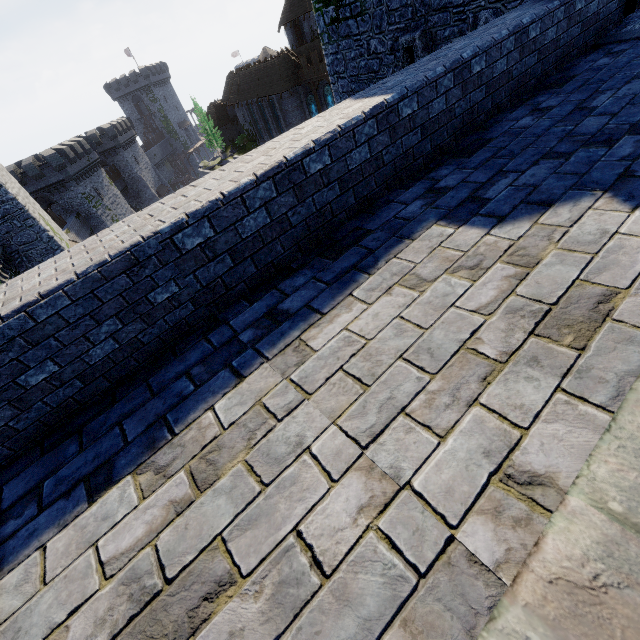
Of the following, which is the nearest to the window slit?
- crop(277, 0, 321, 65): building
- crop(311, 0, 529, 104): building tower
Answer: crop(311, 0, 529, 104): building tower

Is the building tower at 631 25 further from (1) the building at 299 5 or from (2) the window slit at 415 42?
(1) the building at 299 5

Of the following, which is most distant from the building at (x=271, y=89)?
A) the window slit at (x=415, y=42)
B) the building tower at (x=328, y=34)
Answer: the window slit at (x=415, y=42)

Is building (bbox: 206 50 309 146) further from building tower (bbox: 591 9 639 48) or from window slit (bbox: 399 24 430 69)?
window slit (bbox: 399 24 430 69)

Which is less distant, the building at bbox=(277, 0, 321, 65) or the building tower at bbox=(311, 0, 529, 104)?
the building tower at bbox=(311, 0, 529, 104)

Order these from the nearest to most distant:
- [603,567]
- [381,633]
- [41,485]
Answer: [603,567], [381,633], [41,485]
